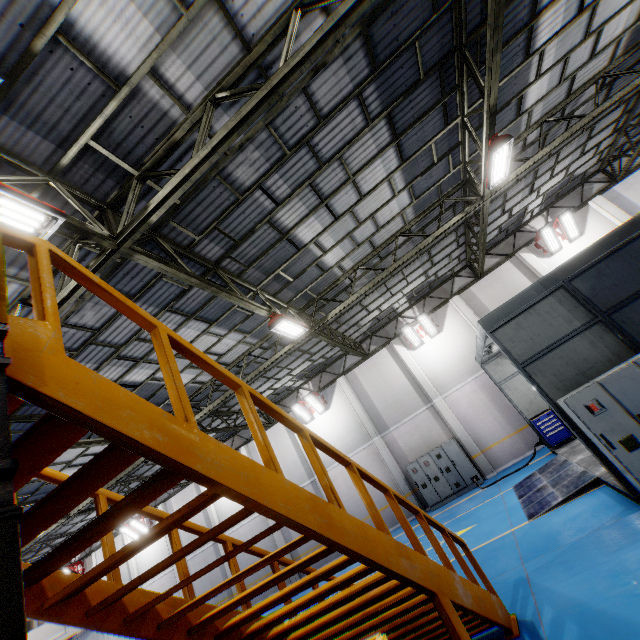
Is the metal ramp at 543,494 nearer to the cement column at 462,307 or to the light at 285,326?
the cement column at 462,307

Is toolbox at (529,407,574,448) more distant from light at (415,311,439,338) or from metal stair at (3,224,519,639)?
metal stair at (3,224,519,639)

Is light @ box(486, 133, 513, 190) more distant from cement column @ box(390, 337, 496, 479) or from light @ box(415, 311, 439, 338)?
cement column @ box(390, 337, 496, 479)

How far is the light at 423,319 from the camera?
17.0 meters

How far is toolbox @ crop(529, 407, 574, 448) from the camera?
12.1m

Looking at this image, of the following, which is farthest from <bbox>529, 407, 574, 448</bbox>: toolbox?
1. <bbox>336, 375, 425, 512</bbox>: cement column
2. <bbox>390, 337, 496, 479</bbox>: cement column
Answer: <bbox>336, 375, 425, 512</bbox>: cement column

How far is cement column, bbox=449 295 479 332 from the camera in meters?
16.7 m

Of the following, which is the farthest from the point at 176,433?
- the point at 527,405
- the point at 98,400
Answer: the point at 527,405
